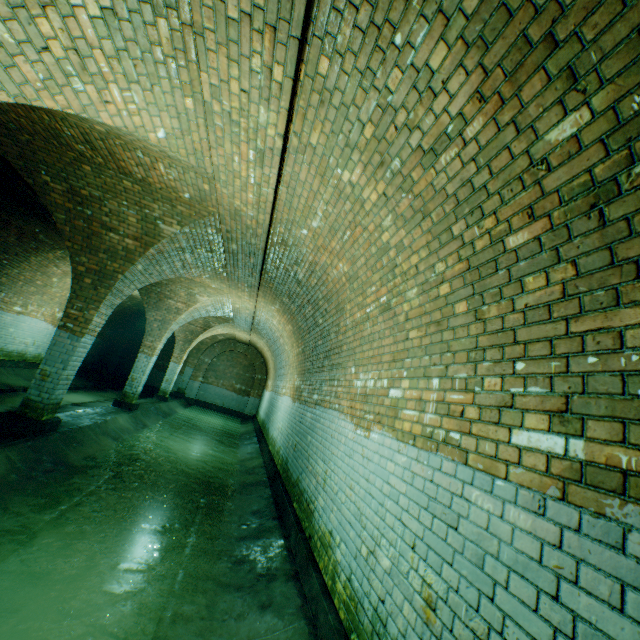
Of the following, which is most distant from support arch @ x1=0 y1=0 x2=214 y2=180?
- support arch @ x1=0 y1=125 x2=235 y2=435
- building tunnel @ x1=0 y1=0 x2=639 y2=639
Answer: support arch @ x1=0 y1=125 x2=235 y2=435

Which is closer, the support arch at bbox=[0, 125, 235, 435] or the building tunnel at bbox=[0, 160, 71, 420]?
the support arch at bbox=[0, 125, 235, 435]

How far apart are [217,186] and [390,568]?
4.6m

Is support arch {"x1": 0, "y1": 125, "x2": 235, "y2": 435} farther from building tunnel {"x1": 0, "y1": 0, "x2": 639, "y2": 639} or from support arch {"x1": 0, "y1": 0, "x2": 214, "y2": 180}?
support arch {"x1": 0, "y1": 0, "x2": 214, "y2": 180}

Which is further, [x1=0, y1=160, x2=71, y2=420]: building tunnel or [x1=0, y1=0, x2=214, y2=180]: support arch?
[x1=0, y1=160, x2=71, y2=420]: building tunnel

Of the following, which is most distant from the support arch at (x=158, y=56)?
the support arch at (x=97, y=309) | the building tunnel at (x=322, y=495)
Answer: the support arch at (x=97, y=309)
